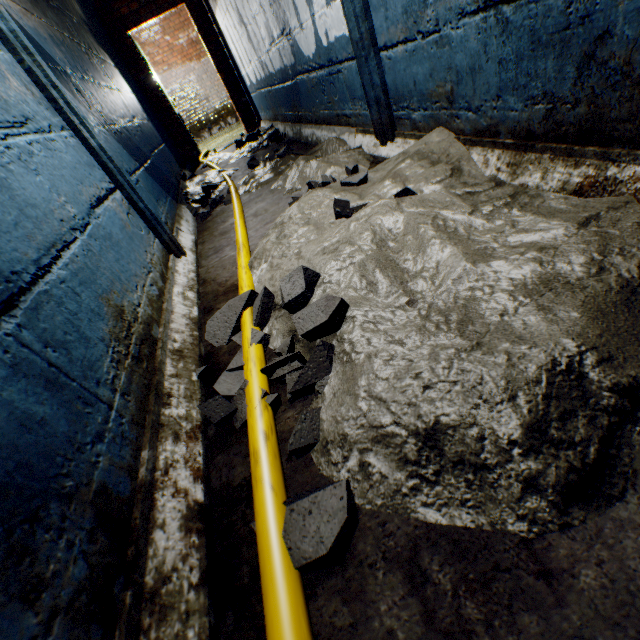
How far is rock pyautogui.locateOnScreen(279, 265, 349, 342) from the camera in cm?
105

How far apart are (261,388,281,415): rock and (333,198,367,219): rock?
0.4m

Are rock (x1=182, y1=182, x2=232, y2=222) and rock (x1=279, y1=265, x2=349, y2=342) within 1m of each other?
no

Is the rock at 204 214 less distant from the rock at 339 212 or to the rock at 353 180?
the rock at 353 180

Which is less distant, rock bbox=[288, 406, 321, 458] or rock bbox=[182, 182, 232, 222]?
rock bbox=[288, 406, 321, 458]

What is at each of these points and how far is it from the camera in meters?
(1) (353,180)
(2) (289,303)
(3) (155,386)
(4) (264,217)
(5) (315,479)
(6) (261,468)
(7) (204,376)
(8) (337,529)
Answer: (1) rock, 1.9
(2) rock, 1.2
(3) building tunnel, 1.1
(4) building tunnel, 2.4
(5) building tunnel, 0.8
(6) cable, 0.8
(7) rock, 1.2
(8) rock, 0.6

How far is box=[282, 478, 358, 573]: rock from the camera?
0.6 meters

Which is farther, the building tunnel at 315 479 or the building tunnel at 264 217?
the building tunnel at 264 217
